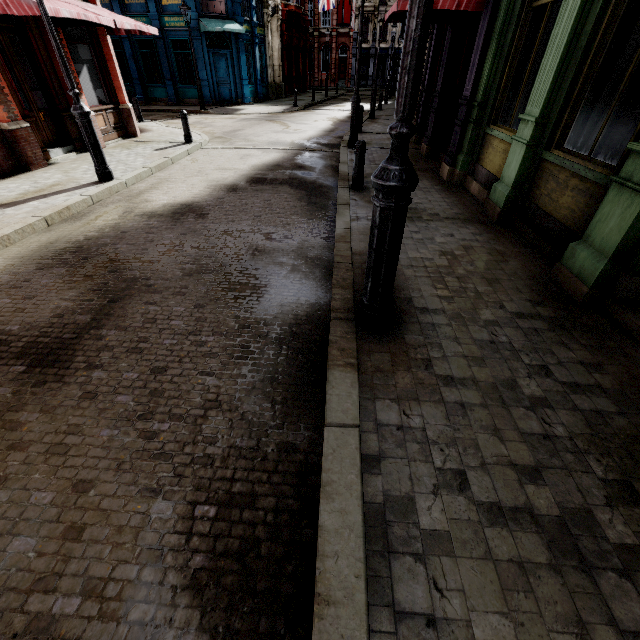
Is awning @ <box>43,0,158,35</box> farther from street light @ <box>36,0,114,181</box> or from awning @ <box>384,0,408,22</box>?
awning @ <box>384,0,408,22</box>

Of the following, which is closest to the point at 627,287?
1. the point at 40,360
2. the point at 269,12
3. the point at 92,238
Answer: the point at 40,360

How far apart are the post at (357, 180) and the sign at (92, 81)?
9.39m

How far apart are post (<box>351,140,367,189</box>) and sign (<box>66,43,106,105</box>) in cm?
939

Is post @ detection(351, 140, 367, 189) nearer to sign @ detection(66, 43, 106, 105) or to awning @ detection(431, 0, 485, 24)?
awning @ detection(431, 0, 485, 24)

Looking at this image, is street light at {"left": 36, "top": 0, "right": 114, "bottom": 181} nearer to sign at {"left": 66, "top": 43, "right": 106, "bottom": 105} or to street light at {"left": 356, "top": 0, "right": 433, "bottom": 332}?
sign at {"left": 66, "top": 43, "right": 106, "bottom": 105}

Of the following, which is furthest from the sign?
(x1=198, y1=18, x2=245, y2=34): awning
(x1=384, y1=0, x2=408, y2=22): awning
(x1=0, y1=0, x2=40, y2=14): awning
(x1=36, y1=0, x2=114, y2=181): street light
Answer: (x1=198, y1=18, x2=245, y2=34): awning

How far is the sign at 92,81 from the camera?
9.66m
